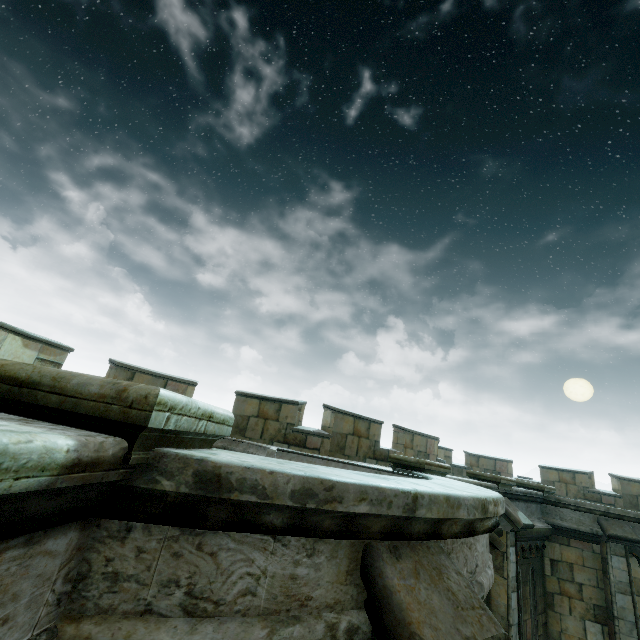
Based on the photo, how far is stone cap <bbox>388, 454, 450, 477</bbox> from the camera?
6.47m

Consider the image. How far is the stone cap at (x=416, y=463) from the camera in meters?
6.5

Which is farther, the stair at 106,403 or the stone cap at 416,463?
the stone cap at 416,463

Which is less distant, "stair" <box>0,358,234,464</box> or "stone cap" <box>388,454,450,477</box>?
"stair" <box>0,358,234,464</box>

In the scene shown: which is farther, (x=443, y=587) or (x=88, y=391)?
(x=443, y=587)
